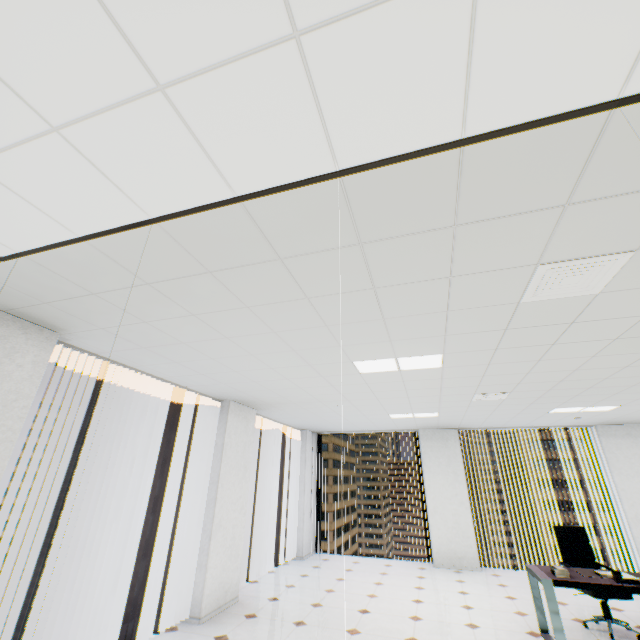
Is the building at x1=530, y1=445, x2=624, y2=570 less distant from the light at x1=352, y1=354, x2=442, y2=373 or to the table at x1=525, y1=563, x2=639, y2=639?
the table at x1=525, y1=563, x2=639, y2=639

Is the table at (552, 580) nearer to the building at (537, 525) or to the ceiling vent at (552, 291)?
the ceiling vent at (552, 291)

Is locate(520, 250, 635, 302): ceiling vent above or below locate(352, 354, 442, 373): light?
below

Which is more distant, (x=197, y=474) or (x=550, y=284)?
(x=197, y=474)

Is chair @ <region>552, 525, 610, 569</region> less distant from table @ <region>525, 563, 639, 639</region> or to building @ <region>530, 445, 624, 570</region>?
table @ <region>525, 563, 639, 639</region>

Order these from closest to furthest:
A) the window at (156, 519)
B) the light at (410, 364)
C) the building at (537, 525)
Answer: the light at (410, 364) → the window at (156, 519) → the building at (537, 525)

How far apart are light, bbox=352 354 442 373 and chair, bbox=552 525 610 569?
3.89m

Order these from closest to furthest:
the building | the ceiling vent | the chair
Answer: the ceiling vent < the chair < the building
